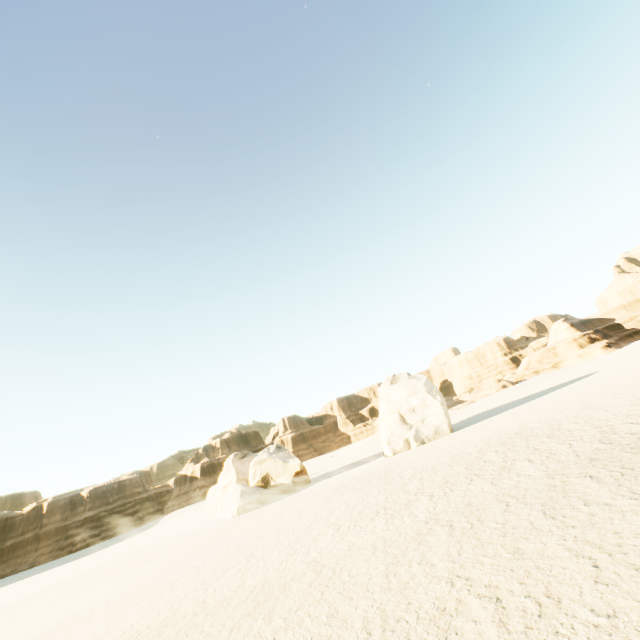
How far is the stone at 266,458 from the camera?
28.78m

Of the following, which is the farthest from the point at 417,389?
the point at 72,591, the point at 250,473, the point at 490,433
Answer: the point at 72,591

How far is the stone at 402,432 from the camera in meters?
29.2 m

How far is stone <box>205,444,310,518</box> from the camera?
28.78m

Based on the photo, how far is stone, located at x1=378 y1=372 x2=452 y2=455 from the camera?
29.2m
